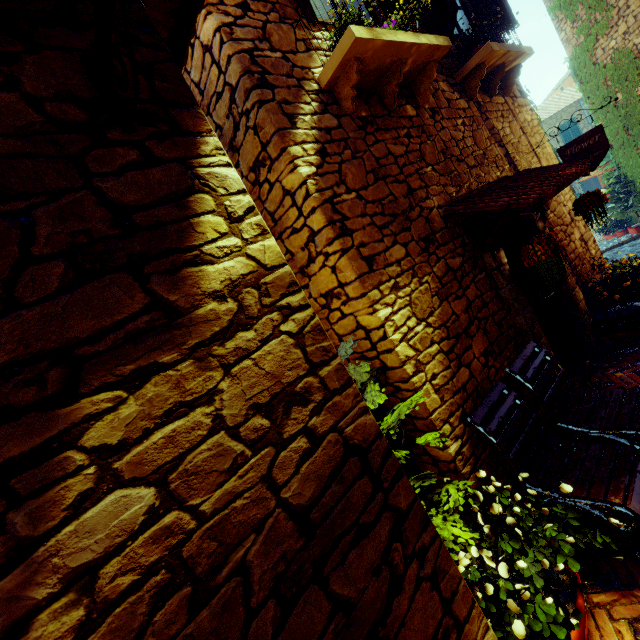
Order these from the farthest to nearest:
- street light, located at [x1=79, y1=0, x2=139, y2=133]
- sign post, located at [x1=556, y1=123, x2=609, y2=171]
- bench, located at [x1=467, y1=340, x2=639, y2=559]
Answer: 1. sign post, located at [x1=556, y1=123, x2=609, y2=171]
2. bench, located at [x1=467, y1=340, x2=639, y2=559]
3. street light, located at [x1=79, y1=0, x2=139, y2=133]

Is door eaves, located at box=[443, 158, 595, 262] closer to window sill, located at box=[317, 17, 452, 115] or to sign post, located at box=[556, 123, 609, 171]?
sign post, located at box=[556, 123, 609, 171]

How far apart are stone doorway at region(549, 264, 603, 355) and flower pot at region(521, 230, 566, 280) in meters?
0.3 m

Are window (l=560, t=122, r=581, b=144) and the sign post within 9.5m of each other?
no

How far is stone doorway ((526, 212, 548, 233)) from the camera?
4.3 meters

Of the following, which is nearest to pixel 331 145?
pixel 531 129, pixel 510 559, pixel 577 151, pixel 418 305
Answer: pixel 418 305

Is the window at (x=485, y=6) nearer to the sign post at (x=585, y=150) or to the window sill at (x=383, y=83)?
the window sill at (x=383, y=83)

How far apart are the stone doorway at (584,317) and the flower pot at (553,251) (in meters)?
0.34
